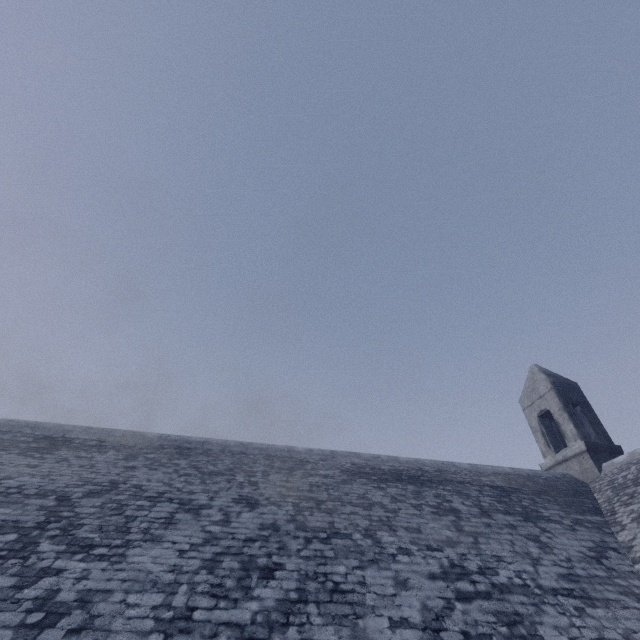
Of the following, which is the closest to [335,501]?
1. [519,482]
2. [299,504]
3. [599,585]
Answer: [299,504]
